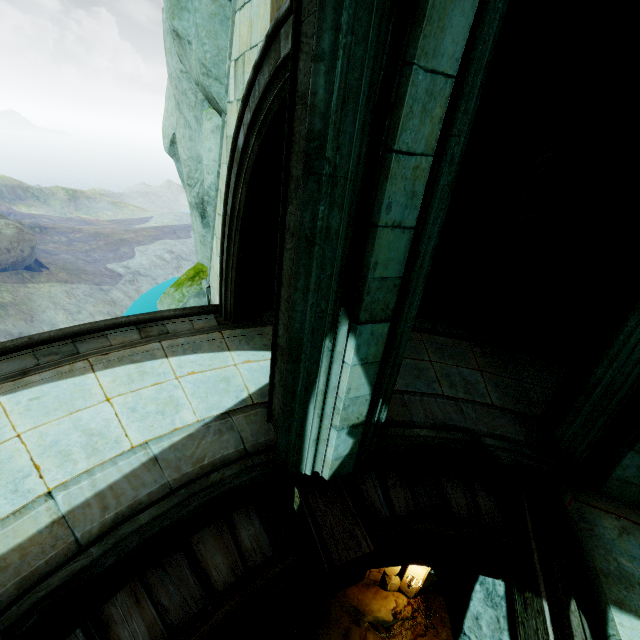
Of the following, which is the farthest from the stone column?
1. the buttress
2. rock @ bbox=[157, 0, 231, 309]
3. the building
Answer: the buttress

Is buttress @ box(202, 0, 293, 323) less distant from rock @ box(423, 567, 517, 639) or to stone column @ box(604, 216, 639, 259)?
rock @ box(423, 567, 517, 639)

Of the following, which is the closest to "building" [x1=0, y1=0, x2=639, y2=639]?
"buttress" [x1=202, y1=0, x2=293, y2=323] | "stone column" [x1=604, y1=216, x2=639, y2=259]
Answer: "buttress" [x1=202, y1=0, x2=293, y2=323]

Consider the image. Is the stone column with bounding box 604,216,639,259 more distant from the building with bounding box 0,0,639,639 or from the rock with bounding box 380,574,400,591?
the building with bounding box 0,0,639,639

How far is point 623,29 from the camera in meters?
4.1 m

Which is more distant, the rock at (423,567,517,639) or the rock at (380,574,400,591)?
the rock at (380,574,400,591)

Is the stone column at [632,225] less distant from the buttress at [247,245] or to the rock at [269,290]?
the rock at [269,290]

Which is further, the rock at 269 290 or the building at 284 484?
the rock at 269 290
